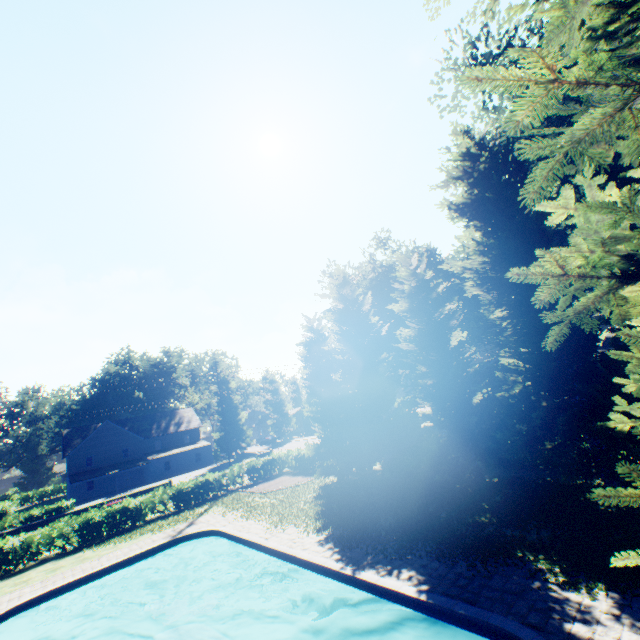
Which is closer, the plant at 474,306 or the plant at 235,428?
the plant at 474,306

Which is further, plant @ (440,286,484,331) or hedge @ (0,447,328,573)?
plant @ (440,286,484,331)

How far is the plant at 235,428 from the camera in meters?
54.8 m

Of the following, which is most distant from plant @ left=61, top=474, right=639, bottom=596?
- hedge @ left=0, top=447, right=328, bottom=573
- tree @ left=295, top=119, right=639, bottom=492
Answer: hedge @ left=0, top=447, right=328, bottom=573

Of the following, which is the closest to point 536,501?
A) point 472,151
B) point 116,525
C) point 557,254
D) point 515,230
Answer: point 515,230

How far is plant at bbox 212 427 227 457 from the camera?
54.22m
